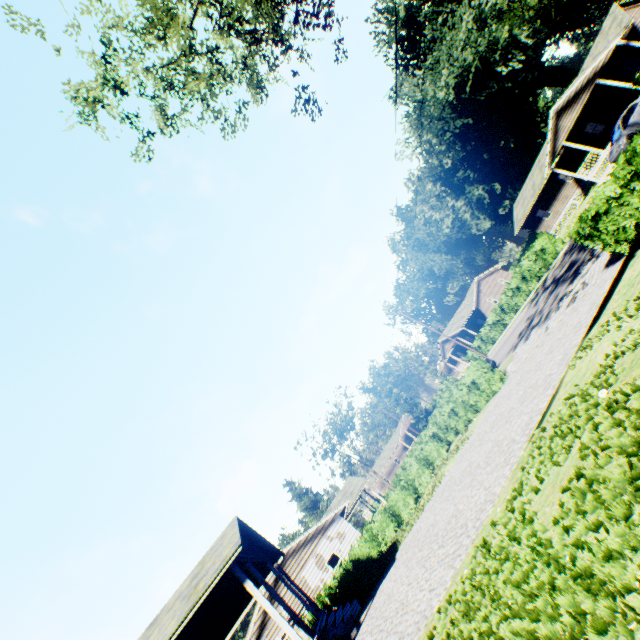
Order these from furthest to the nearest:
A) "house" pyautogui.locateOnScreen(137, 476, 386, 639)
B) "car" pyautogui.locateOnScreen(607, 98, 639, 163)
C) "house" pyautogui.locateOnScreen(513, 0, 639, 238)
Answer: "house" pyautogui.locateOnScreen(513, 0, 639, 238) < "car" pyautogui.locateOnScreen(607, 98, 639, 163) < "house" pyautogui.locateOnScreen(137, 476, 386, 639)

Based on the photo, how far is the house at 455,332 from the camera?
49.1m

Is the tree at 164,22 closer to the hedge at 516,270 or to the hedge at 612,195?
the hedge at 612,195

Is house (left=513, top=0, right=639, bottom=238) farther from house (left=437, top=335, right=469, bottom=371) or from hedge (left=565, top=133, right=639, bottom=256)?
house (left=437, top=335, right=469, bottom=371)

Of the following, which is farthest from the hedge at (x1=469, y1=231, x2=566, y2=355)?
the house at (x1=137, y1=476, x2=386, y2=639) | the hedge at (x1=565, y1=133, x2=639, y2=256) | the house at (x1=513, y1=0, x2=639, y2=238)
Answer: the house at (x1=137, y1=476, x2=386, y2=639)

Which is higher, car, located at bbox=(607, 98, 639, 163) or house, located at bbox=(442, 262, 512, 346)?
house, located at bbox=(442, 262, 512, 346)

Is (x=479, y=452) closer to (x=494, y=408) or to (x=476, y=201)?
(x=494, y=408)

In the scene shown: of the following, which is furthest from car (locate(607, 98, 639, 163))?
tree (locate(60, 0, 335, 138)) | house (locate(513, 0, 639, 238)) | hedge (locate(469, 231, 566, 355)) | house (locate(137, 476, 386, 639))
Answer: house (locate(137, 476, 386, 639))
